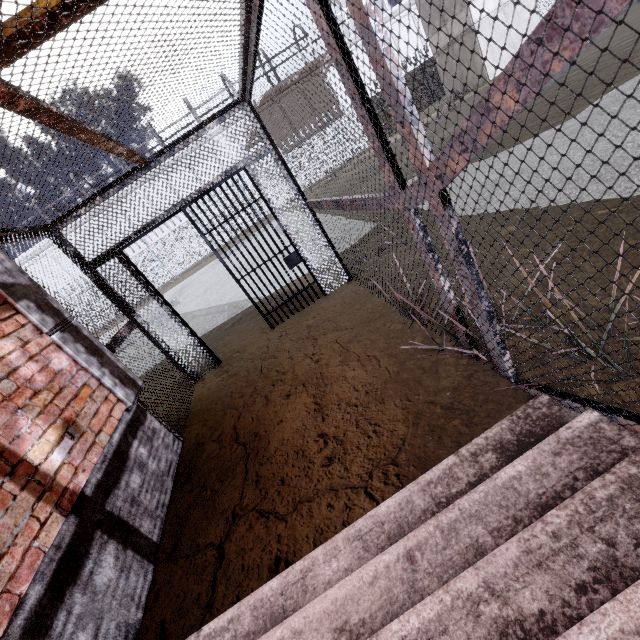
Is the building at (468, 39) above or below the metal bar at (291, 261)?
above

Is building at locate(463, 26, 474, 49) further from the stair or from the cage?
the stair

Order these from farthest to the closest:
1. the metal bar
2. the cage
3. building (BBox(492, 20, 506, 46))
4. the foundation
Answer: building (BBox(492, 20, 506, 46))
the metal bar
the foundation
the cage

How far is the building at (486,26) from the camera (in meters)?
18.03

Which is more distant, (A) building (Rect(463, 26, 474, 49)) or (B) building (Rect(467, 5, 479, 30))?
(A) building (Rect(463, 26, 474, 49))

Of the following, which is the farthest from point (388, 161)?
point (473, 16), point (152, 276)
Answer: point (152, 276)

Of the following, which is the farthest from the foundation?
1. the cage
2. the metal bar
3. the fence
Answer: the fence

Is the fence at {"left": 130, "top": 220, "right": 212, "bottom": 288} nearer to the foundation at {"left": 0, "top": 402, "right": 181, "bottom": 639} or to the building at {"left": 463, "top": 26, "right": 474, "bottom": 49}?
the building at {"left": 463, "top": 26, "right": 474, "bottom": 49}
